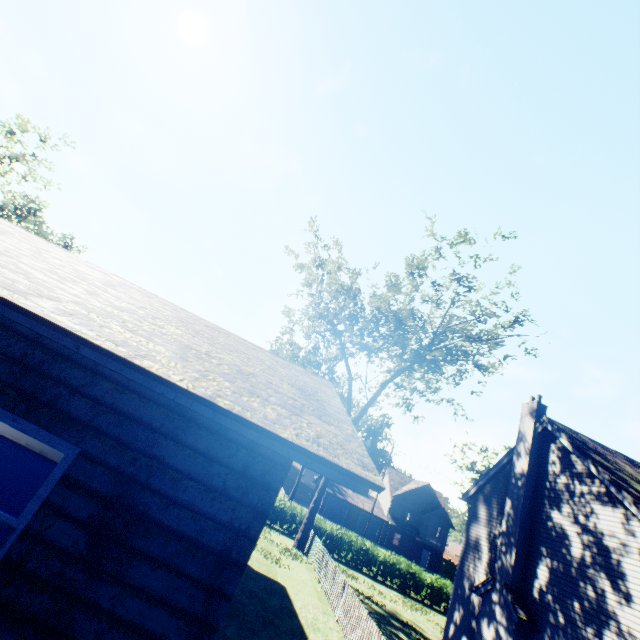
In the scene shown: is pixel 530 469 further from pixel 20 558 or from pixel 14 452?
pixel 14 452

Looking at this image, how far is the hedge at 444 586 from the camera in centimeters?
2408cm

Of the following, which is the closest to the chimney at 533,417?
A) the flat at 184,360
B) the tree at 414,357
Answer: the tree at 414,357

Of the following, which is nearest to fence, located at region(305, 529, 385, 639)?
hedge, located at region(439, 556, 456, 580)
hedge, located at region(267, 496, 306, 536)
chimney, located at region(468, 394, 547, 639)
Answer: hedge, located at region(267, 496, 306, 536)

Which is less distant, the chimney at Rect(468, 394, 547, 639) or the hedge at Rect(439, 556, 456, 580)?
the chimney at Rect(468, 394, 547, 639)

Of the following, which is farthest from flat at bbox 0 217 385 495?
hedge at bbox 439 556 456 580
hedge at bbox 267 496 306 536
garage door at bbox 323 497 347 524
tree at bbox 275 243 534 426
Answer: hedge at bbox 439 556 456 580

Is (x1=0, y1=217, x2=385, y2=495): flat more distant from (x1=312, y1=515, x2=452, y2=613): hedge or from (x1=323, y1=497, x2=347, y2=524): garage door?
(x1=323, y1=497, x2=347, y2=524): garage door

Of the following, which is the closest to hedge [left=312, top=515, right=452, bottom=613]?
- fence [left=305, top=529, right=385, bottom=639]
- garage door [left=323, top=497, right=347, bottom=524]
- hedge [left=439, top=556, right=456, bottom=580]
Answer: fence [left=305, top=529, right=385, bottom=639]
